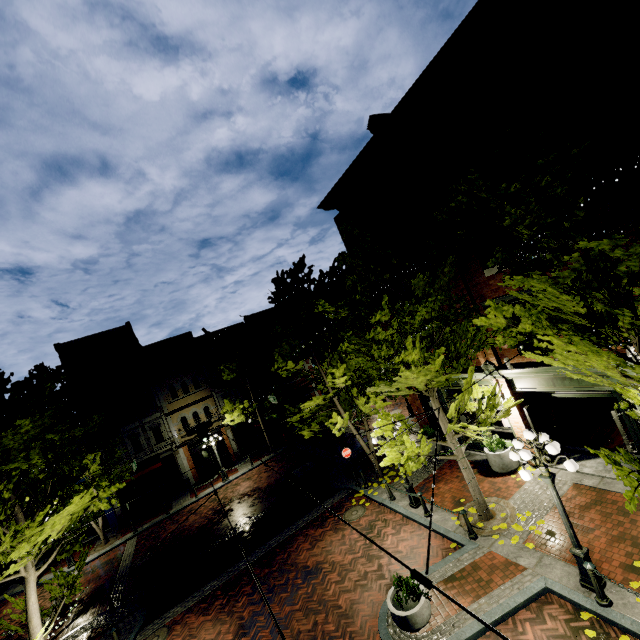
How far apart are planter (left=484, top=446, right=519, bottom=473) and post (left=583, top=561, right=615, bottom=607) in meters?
5.1 m

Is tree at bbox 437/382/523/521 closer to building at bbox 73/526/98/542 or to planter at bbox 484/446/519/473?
building at bbox 73/526/98/542

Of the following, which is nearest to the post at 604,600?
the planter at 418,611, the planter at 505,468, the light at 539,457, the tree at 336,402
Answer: the light at 539,457

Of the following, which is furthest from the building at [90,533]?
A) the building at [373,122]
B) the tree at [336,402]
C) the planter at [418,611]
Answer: the planter at [418,611]

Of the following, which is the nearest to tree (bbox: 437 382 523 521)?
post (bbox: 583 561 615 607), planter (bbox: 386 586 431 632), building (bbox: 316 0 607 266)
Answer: building (bbox: 316 0 607 266)

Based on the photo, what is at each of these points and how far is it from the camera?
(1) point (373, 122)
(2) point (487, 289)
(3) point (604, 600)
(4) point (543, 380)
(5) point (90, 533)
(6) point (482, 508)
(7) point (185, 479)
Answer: (1) building, 12.1m
(2) building, 11.3m
(3) post, 6.7m
(4) building, 10.8m
(5) building, 23.6m
(6) tree, 10.2m
(7) building, 26.5m

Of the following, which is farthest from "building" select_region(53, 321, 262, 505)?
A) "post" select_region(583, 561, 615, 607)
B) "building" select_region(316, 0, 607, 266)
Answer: "post" select_region(583, 561, 615, 607)

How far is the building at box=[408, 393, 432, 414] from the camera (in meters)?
16.09
